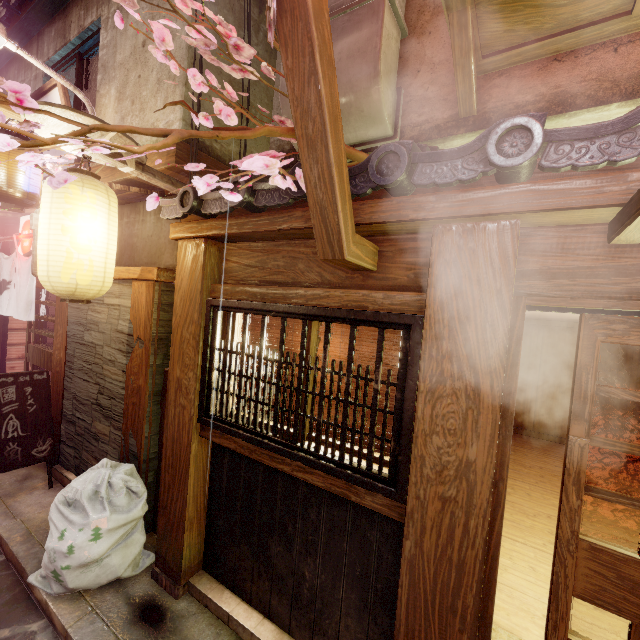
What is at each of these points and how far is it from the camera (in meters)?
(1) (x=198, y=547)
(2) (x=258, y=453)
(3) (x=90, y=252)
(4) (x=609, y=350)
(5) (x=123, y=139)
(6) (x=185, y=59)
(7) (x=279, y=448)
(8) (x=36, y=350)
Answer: →
(1) wood pole, 5.50
(2) wood bar, 4.62
(3) lantern, 5.20
(4) building, 13.50
(5) wood support, 5.29
(6) house, 6.51
(7) window grill, 4.34
(8) door, 9.71

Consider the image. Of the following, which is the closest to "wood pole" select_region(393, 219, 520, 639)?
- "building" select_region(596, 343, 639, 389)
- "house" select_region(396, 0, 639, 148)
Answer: "house" select_region(396, 0, 639, 148)

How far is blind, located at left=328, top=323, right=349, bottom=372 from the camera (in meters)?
4.70

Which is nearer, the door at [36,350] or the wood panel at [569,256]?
the wood panel at [569,256]

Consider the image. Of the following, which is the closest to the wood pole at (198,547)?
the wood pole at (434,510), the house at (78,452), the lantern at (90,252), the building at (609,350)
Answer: the house at (78,452)

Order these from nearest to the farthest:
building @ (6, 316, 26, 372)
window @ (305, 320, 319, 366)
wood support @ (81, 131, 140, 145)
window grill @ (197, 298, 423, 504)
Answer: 1. window grill @ (197, 298, 423, 504)
2. window @ (305, 320, 319, 366)
3. wood support @ (81, 131, 140, 145)
4. building @ (6, 316, 26, 372)

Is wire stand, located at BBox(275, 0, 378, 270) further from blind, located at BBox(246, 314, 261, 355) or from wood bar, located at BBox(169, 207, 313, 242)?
blind, located at BBox(246, 314, 261, 355)

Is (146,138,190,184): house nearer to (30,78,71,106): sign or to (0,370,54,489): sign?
(30,78,71,106): sign
